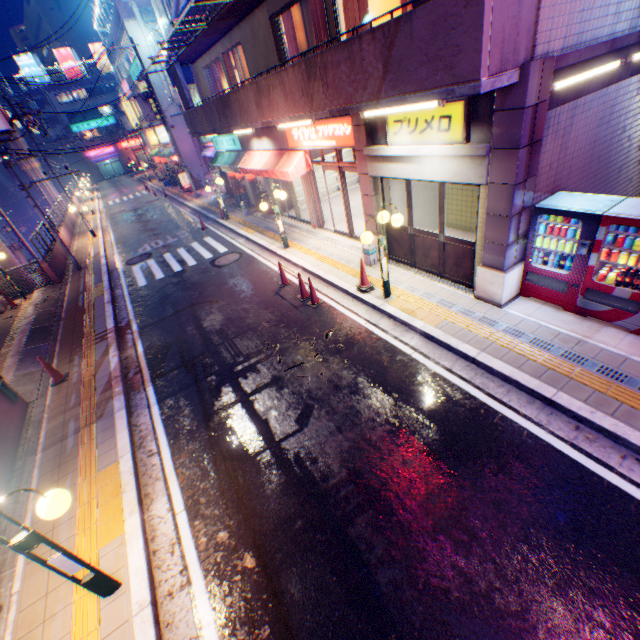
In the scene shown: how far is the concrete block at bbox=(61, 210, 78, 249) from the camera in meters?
20.7 m

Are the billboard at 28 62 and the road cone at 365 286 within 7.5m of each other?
no

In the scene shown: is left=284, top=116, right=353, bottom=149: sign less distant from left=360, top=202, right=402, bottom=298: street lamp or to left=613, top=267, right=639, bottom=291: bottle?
left=360, top=202, right=402, bottom=298: street lamp

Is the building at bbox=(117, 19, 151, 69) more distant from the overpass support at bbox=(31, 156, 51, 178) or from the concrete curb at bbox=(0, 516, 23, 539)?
the overpass support at bbox=(31, 156, 51, 178)

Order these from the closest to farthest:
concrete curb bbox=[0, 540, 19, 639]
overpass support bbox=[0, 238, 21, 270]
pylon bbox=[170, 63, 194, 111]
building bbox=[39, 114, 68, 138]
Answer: concrete curb bbox=[0, 540, 19, 639] < overpass support bbox=[0, 238, 21, 270] < pylon bbox=[170, 63, 194, 111] < building bbox=[39, 114, 68, 138]

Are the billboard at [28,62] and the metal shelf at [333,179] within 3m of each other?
no

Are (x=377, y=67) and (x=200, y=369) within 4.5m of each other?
no

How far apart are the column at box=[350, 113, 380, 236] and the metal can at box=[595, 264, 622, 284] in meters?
5.3 m
